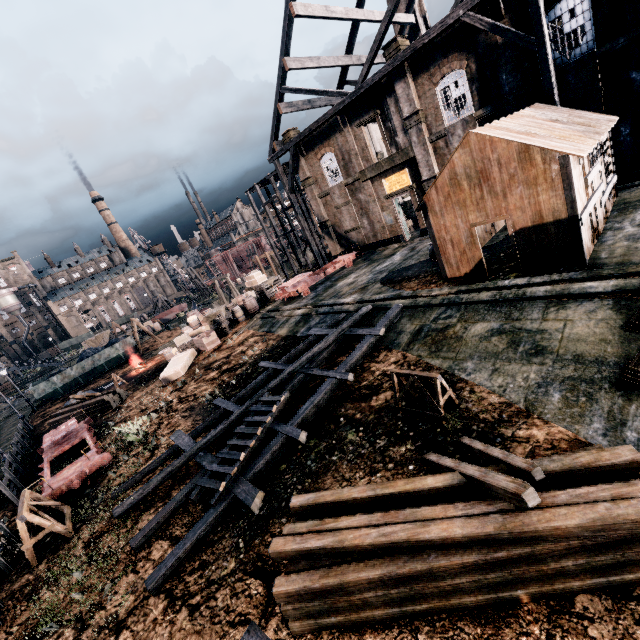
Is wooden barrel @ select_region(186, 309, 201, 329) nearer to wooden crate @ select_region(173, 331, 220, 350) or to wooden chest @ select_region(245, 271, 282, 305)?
wooden crate @ select_region(173, 331, 220, 350)

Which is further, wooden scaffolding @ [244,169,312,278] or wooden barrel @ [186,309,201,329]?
wooden scaffolding @ [244,169,312,278]

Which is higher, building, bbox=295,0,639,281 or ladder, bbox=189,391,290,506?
building, bbox=295,0,639,281

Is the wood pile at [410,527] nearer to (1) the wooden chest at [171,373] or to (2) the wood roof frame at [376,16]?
(1) the wooden chest at [171,373]

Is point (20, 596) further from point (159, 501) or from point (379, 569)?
point (379, 569)

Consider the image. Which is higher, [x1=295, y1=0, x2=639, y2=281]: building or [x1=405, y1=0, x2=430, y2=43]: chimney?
[x1=405, y1=0, x2=430, y2=43]: chimney

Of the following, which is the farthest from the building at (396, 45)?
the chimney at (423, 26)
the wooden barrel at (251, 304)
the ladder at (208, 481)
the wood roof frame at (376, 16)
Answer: the ladder at (208, 481)

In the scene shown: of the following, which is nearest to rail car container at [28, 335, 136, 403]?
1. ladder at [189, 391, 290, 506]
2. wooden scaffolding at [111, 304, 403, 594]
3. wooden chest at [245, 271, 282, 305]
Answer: wooden chest at [245, 271, 282, 305]
